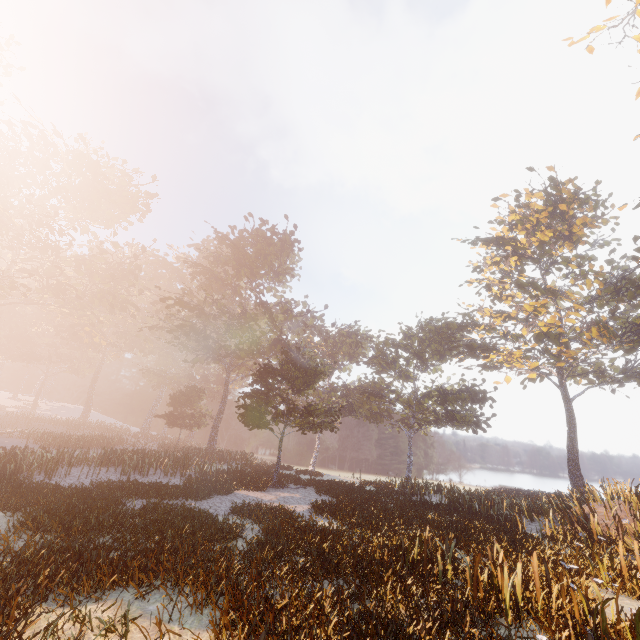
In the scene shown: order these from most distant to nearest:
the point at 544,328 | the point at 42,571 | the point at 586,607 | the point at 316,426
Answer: the point at 544,328 → the point at 316,426 → the point at 586,607 → the point at 42,571
